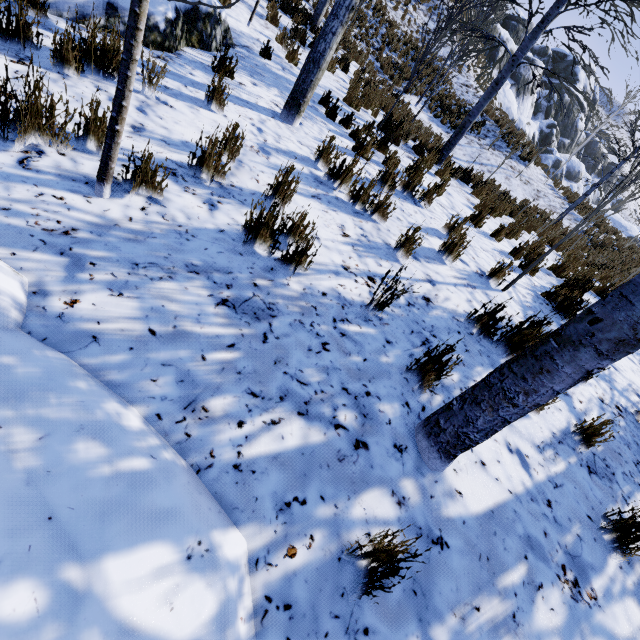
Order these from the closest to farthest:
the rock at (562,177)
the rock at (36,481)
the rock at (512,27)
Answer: the rock at (36,481)
the rock at (512,27)
the rock at (562,177)

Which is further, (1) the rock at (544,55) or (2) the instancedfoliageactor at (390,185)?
(1) the rock at (544,55)

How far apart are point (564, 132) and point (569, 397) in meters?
56.2

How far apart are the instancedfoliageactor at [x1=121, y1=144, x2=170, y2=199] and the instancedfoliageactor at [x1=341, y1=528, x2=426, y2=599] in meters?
2.4 m

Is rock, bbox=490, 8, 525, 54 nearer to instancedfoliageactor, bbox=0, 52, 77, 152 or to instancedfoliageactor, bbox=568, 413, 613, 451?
instancedfoliageactor, bbox=568, 413, 613, 451

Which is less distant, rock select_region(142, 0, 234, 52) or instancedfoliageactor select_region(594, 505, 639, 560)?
instancedfoliageactor select_region(594, 505, 639, 560)

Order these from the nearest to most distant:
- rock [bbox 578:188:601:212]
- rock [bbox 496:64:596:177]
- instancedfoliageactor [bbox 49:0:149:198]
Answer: instancedfoliageactor [bbox 49:0:149:198], rock [bbox 578:188:601:212], rock [bbox 496:64:596:177]

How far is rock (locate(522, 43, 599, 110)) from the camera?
40.4m
